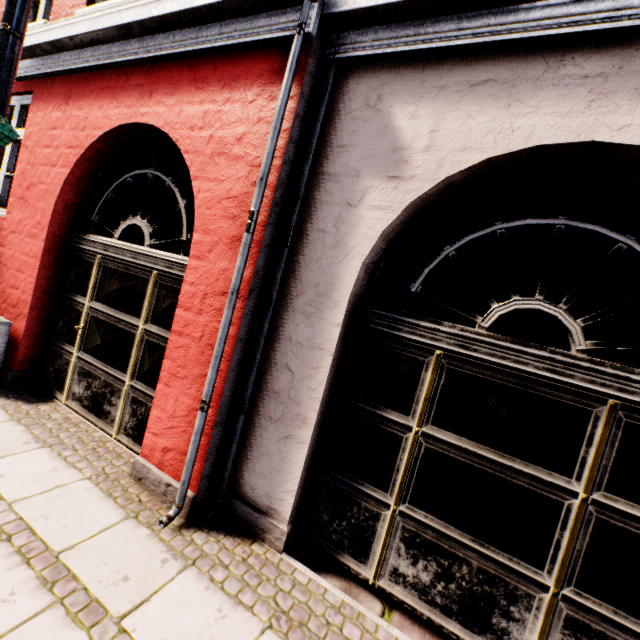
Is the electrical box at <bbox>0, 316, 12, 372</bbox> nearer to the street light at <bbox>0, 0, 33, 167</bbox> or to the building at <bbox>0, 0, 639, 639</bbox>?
the building at <bbox>0, 0, 639, 639</bbox>

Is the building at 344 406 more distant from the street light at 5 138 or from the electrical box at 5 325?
the street light at 5 138

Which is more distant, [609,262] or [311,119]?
[311,119]

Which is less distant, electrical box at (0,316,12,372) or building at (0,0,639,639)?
building at (0,0,639,639)

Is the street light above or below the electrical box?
above

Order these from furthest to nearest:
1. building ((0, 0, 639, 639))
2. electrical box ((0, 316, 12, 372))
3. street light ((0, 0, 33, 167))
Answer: electrical box ((0, 316, 12, 372))
building ((0, 0, 639, 639))
street light ((0, 0, 33, 167))
